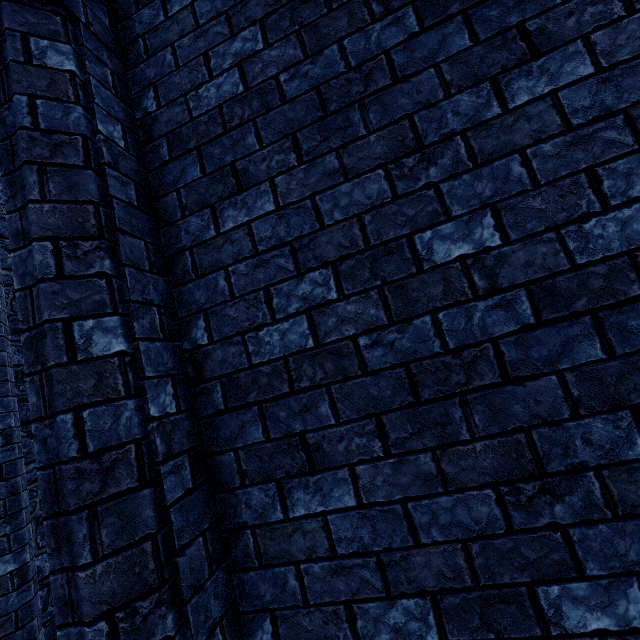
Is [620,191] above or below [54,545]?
above
